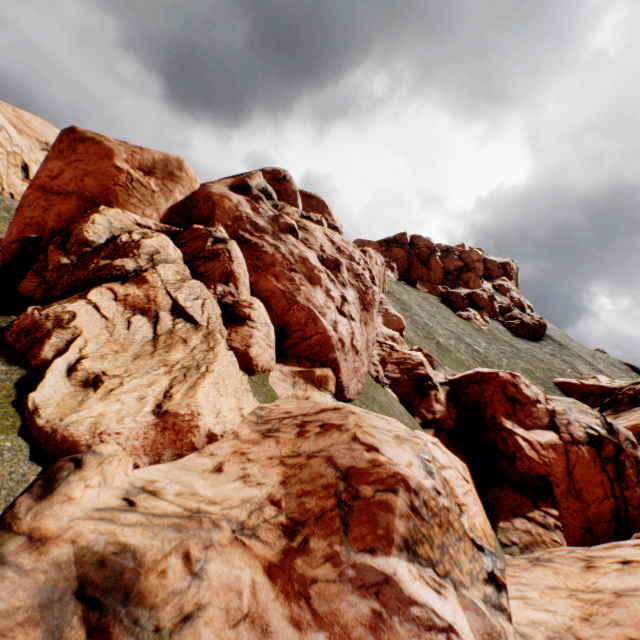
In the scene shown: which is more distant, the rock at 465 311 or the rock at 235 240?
the rock at 465 311

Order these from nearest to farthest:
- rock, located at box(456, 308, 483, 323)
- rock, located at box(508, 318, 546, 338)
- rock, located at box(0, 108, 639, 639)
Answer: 1. rock, located at box(0, 108, 639, 639)
2. rock, located at box(456, 308, 483, 323)
3. rock, located at box(508, 318, 546, 338)

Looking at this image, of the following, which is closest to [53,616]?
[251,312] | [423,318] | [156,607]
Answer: [156,607]

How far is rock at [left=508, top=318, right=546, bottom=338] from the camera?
58.3m

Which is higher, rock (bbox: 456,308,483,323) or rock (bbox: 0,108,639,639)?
rock (bbox: 456,308,483,323)

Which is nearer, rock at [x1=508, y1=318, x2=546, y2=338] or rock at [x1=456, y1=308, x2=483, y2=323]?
rock at [x1=456, y1=308, x2=483, y2=323]

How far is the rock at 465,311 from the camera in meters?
57.0
